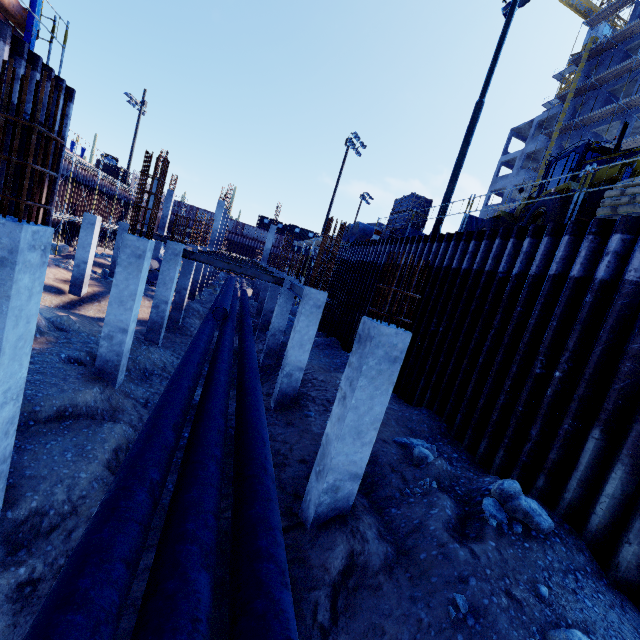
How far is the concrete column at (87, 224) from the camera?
16.3m

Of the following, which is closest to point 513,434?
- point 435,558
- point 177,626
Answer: point 435,558

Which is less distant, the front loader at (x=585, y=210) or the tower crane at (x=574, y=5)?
the front loader at (x=585, y=210)

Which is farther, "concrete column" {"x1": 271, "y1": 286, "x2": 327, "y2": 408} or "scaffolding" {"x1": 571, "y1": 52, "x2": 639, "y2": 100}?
"scaffolding" {"x1": 571, "y1": 52, "x2": 639, "y2": 100}

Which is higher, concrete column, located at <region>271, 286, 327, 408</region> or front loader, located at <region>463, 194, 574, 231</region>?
front loader, located at <region>463, 194, 574, 231</region>

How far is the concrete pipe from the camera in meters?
22.1

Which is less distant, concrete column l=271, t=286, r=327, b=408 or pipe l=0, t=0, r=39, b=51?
pipe l=0, t=0, r=39, b=51

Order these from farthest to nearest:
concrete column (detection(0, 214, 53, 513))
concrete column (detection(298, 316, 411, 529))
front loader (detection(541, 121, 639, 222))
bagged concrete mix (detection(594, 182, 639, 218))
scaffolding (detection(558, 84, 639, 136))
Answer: scaffolding (detection(558, 84, 639, 136)) → front loader (detection(541, 121, 639, 222)) → bagged concrete mix (detection(594, 182, 639, 218)) → concrete column (detection(298, 316, 411, 529)) → concrete column (detection(0, 214, 53, 513))
